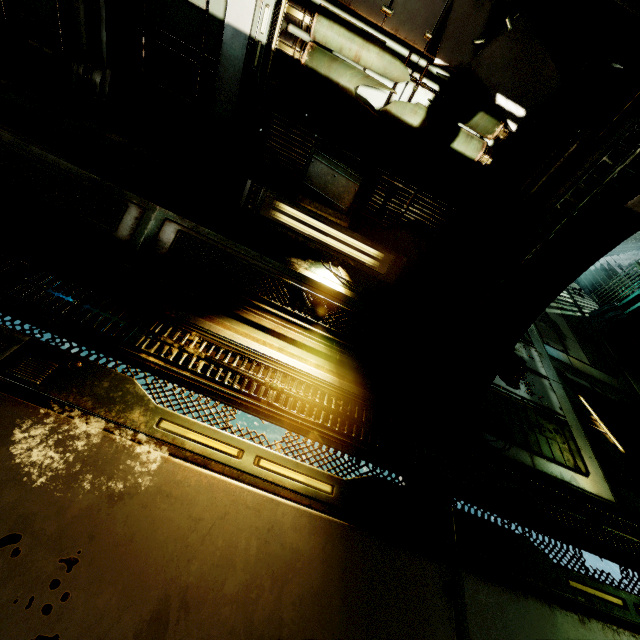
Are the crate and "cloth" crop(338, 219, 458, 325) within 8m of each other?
yes

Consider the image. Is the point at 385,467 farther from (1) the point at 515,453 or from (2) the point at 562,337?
(2) the point at 562,337

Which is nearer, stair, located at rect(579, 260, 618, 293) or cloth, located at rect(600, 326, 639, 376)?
cloth, located at rect(600, 326, 639, 376)

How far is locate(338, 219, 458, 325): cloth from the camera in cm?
385

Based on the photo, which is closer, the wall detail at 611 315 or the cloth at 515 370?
the cloth at 515 370

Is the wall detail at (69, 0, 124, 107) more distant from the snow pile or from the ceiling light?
the snow pile

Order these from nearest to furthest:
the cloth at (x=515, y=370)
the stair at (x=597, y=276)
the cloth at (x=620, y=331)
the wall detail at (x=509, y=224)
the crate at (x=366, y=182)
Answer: the wall detail at (x=509, y=224), the crate at (x=366, y=182), the cloth at (x=515, y=370), the cloth at (x=620, y=331), the stair at (x=597, y=276)

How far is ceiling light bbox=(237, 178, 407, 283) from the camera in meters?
3.7
